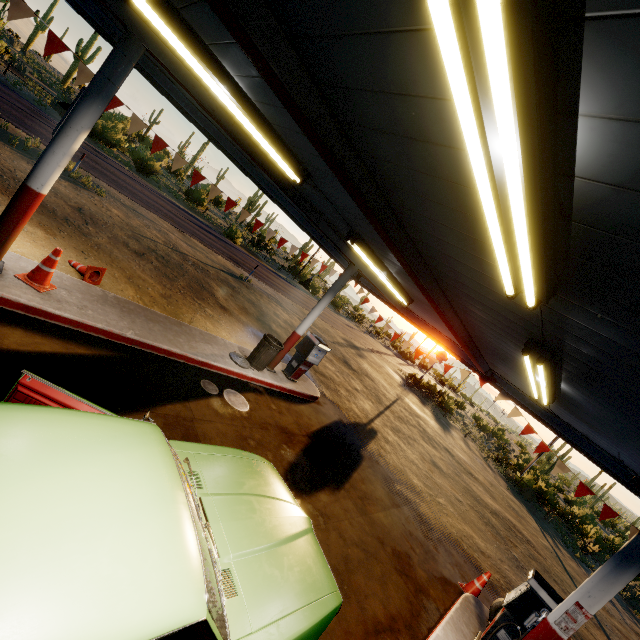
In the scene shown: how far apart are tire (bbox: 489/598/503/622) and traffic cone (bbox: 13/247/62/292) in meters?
9.8

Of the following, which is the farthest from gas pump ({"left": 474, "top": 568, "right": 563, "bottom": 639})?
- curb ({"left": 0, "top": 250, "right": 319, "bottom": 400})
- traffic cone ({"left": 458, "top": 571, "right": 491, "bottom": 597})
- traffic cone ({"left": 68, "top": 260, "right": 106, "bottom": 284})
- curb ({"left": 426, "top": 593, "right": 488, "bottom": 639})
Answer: traffic cone ({"left": 68, "top": 260, "right": 106, "bottom": 284})

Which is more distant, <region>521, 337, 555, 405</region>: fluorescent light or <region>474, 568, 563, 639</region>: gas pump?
<region>474, 568, 563, 639</region>: gas pump

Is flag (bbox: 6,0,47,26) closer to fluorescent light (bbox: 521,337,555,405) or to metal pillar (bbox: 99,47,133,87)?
metal pillar (bbox: 99,47,133,87)

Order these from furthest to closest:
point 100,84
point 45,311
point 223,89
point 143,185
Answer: point 143,185 → point 45,311 → point 100,84 → point 223,89

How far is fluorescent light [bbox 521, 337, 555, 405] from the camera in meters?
3.7 m

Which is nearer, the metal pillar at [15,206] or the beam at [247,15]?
the beam at [247,15]

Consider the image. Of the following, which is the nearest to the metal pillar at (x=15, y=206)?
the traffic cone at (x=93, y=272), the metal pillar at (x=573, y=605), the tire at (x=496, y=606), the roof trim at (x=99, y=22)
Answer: the traffic cone at (x=93, y=272)
